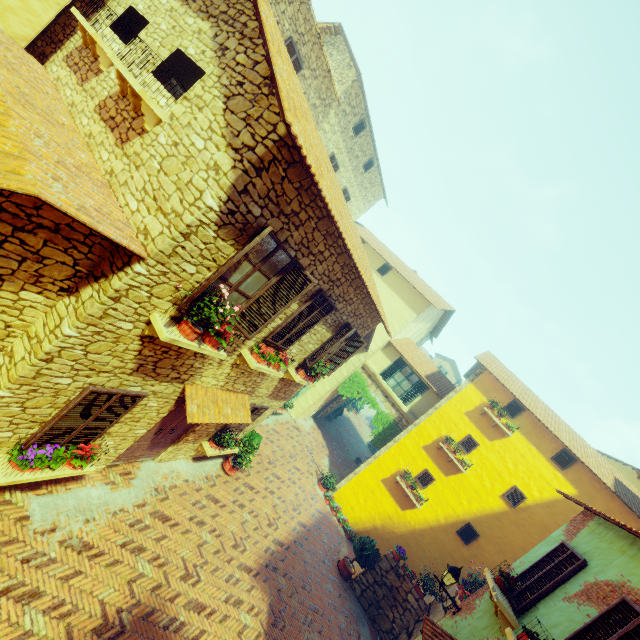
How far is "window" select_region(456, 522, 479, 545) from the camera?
13.29m

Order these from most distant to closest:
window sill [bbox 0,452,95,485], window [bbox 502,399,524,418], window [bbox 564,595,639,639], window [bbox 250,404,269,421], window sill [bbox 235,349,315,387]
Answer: window [bbox 502,399,524,418] < window [bbox 250,404,269,421] < window sill [bbox 235,349,315,387] < window sill [bbox 0,452,95,485] < window [bbox 564,595,639,639]

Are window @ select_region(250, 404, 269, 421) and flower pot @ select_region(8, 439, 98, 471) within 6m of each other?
yes

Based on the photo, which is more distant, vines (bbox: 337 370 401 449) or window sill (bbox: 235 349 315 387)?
vines (bbox: 337 370 401 449)

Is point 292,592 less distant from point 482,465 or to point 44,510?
point 44,510

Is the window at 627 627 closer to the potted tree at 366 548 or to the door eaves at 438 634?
the door eaves at 438 634

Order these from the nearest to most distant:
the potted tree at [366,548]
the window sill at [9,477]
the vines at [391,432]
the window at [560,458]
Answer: the window sill at [9,477]
the potted tree at [366,548]
the window at [560,458]
the vines at [391,432]

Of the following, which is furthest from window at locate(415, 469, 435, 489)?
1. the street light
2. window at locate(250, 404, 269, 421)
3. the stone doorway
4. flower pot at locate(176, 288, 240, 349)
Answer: flower pot at locate(176, 288, 240, 349)
